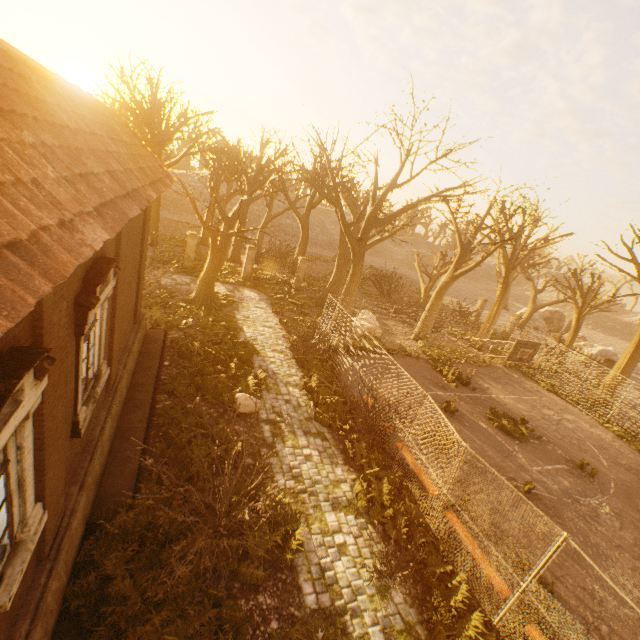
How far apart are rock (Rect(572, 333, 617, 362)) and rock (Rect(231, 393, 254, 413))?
32.7m

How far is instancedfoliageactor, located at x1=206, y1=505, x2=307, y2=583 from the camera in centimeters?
617cm

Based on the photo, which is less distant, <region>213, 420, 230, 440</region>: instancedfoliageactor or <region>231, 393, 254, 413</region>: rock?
<region>213, 420, 230, 440</region>: instancedfoliageactor

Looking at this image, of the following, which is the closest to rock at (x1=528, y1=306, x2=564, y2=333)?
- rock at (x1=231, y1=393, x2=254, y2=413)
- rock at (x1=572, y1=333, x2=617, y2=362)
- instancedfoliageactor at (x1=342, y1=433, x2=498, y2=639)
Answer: Result: rock at (x1=572, y1=333, x2=617, y2=362)

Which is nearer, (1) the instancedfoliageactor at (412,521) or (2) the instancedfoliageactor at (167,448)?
(1) the instancedfoliageactor at (412,521)

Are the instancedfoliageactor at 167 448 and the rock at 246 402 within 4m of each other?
yes

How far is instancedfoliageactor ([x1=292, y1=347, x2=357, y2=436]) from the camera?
11.2 meters

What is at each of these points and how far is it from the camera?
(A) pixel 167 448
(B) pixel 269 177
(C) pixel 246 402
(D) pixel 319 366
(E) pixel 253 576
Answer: (A) instancedfoliageactor, 8.1m
(B) tree, 24.7m
(C) rock, 10.4m
(D) instancedfoliageactor, 14.2m
(E) instancedfoliageactor, 6.2m
